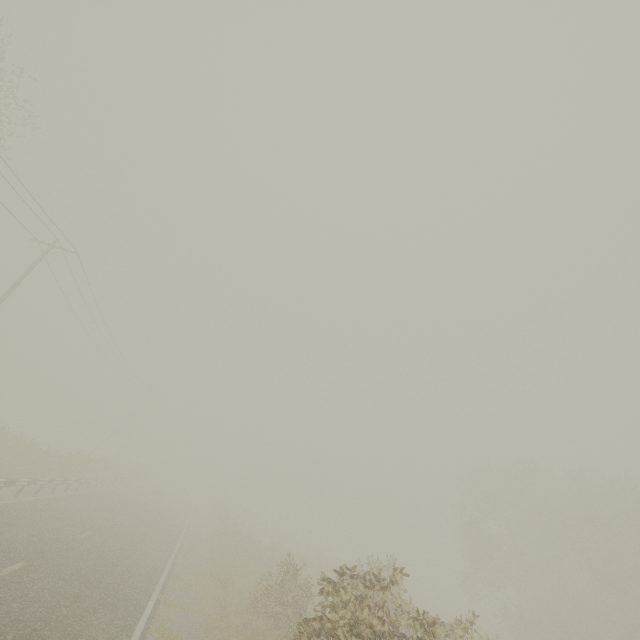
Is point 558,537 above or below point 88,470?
above
